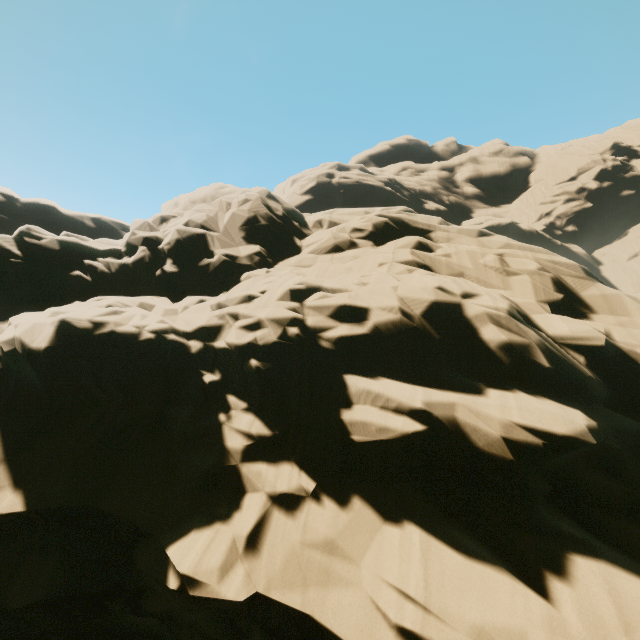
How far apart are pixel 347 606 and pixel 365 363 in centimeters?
538cm
